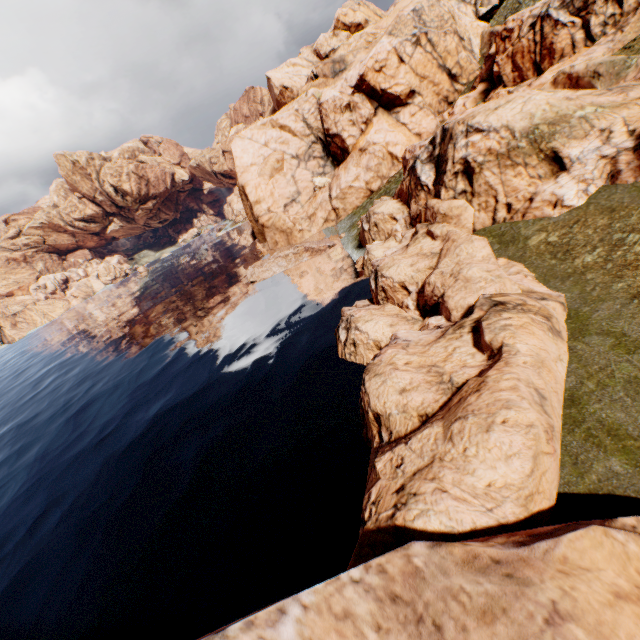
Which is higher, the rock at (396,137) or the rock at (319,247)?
the rock at (396,137)

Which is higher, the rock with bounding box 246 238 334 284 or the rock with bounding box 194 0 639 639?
the rock with bounding box 194 0 639 639

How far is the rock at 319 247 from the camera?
43.84m

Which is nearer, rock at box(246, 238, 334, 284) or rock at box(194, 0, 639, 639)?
rock at box(194, 0, 639, 639)

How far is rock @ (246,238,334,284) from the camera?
43.8m

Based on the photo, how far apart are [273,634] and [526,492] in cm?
593
